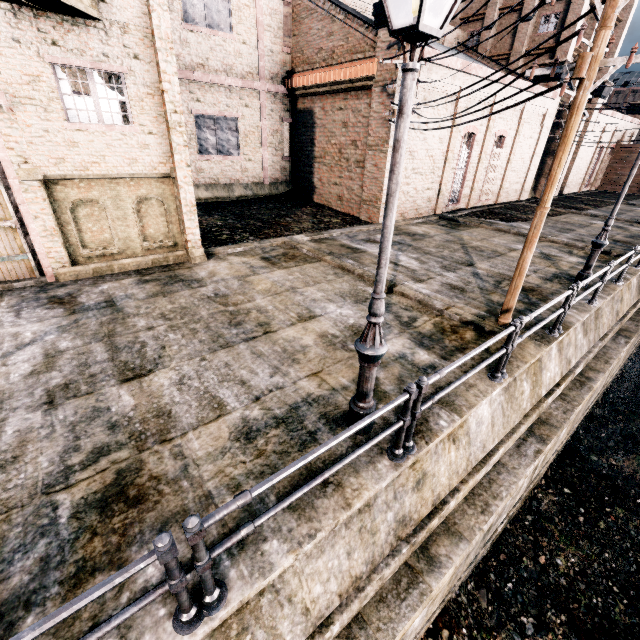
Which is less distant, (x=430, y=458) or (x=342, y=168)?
(x=430, y=458)

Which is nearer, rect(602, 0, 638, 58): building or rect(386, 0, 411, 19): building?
rect(386, 0, 411, 19): building

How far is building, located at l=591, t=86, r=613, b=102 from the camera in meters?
30.9

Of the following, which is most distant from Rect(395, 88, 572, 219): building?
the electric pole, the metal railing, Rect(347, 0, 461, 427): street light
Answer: Rect(347, 0, 461, 427): street light

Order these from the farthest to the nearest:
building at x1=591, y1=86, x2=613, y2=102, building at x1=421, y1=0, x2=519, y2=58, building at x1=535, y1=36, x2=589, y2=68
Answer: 1. building at x1=591, y1=86, x2=613, y2=102
2. building at x1=535, y1=36, x2=589, y2=68
3. building at x1=421, y1=0, x2=519, y2=58

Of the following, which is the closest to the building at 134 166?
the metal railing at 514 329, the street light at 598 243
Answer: the street light at 598 243
